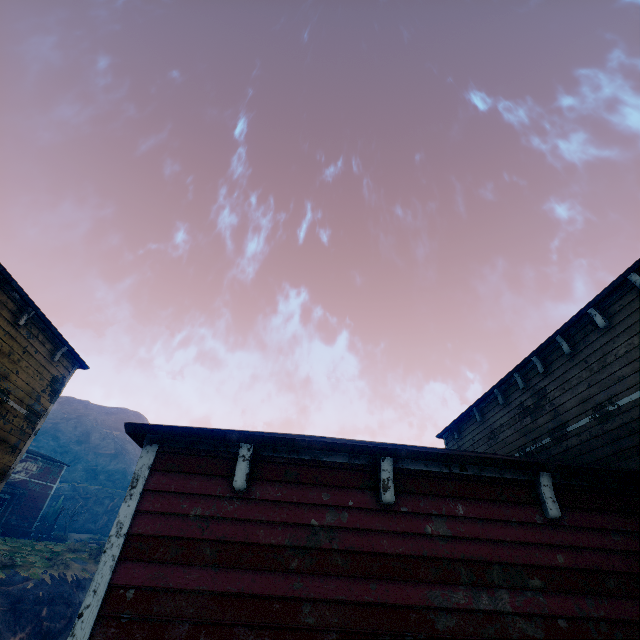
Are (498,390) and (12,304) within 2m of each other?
no

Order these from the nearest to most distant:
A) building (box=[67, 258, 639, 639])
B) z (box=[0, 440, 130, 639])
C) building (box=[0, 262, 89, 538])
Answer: building (box=[67, 258, 639, 639]), building (box=[0, 262, 89, 538]), z (box=[0, 440, 130, 639])

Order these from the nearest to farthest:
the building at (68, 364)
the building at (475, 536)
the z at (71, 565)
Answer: the building at (475, 536) → the building at (68, 364) → the z at (71, 565)

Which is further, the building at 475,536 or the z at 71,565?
the z at 71,565

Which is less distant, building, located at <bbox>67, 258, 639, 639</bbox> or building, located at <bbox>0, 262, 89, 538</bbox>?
building, located at <bbox>67, 258, 639, 639</bbox>

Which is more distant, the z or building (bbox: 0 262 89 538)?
the z
